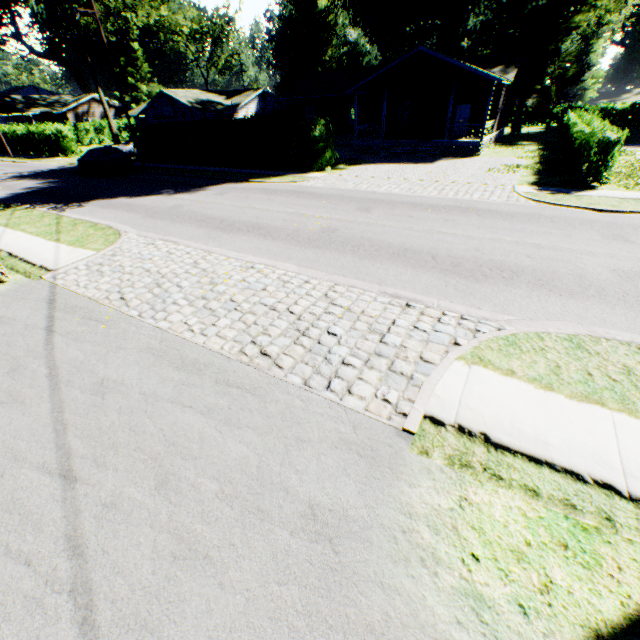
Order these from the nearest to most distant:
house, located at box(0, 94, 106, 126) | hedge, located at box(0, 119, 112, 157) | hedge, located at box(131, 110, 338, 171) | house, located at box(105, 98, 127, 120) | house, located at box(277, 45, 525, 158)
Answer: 1. hedge, located at box(131, 110, 338, 171)
2. house, located at box(277, 45, 525, 158)
3. hedge, located at box(0, 119, 112, 157)
4. house, located at box(0, 94, 106, 126)
5. house, located at box(105, 98, 127, 120)

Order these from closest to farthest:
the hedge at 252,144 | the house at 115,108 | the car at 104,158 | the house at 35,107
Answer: the hedge at 252,144 < the car at 104,158 < the house at 35,107 < the house at 115,108

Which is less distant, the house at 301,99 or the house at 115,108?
the house at 301,99

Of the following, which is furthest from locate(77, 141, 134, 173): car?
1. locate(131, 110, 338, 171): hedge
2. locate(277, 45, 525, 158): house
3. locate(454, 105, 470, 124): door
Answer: locate(454, 105, 470, 124): door

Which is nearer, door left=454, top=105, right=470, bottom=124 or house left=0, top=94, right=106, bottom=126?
door left=454, top=105, right=470, bottom=124

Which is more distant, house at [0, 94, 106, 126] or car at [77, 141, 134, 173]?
house at [0, 94, 106, 126]

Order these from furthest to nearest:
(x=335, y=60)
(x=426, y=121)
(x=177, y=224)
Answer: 1. (x=335, y=60)
2. (x=426, y=121)
3. (x=177, y=224)

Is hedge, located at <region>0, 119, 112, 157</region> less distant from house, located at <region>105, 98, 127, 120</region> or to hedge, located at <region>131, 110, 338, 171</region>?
house, located at <region>105, 98, 127, 120</region>
